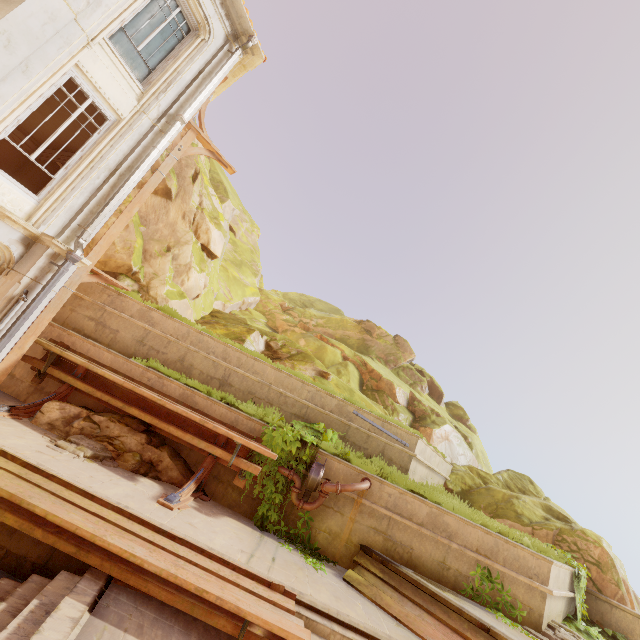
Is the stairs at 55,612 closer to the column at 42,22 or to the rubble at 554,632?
the column at 42,22

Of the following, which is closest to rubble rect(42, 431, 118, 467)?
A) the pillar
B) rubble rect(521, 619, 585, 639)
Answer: rubble rect(521, 619, 585, 639)

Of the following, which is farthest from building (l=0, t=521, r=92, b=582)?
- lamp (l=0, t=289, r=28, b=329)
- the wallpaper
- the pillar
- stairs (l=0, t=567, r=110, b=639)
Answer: the pillar

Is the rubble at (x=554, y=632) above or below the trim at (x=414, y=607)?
above

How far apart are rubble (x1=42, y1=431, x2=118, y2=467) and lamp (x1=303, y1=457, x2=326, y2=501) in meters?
3.9

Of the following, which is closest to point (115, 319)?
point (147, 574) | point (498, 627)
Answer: point (147, 574)

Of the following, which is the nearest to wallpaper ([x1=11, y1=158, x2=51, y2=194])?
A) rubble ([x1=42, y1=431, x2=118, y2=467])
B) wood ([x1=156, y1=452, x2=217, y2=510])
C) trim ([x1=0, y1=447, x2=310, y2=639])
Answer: rubble ([x1=42, y1=431, x2=118, y2=467])

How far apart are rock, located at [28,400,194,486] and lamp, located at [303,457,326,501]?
2.5 meters
